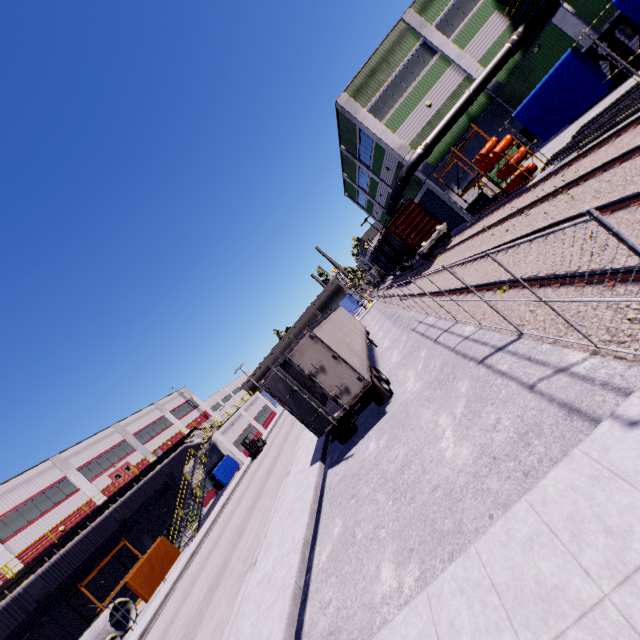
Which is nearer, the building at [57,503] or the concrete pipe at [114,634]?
the concrete pipe at [114,634]

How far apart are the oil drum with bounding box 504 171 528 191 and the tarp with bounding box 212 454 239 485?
34.7m

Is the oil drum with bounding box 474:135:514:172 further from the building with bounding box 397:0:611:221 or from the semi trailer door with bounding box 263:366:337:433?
the semi trailer door with bounding box 263:366:337:433

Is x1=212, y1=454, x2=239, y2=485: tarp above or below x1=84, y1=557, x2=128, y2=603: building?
below

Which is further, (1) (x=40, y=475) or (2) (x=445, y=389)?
(1) (x=40, y=475)

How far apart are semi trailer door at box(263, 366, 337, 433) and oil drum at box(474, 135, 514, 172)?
16.9m

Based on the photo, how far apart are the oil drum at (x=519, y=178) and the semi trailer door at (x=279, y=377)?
17.2m

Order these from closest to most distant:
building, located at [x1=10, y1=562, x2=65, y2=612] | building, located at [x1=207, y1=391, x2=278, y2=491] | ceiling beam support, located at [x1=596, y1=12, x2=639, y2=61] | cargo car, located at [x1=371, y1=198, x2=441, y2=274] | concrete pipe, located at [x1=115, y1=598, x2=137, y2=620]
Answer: ceiling beam support, located at [x1=596, y1=12, x2=639, y2=61]
concrete pipe, located at [x1=115, y1=598, x2=137, y2=620]
building, located at [x1=10, y1=562, x2=65, y2=612]
cargo car, located at [x1=371, y1=198, x2=441, y2=274]
building, located at [x1=207, y1=391, x2=278, y2=491]
